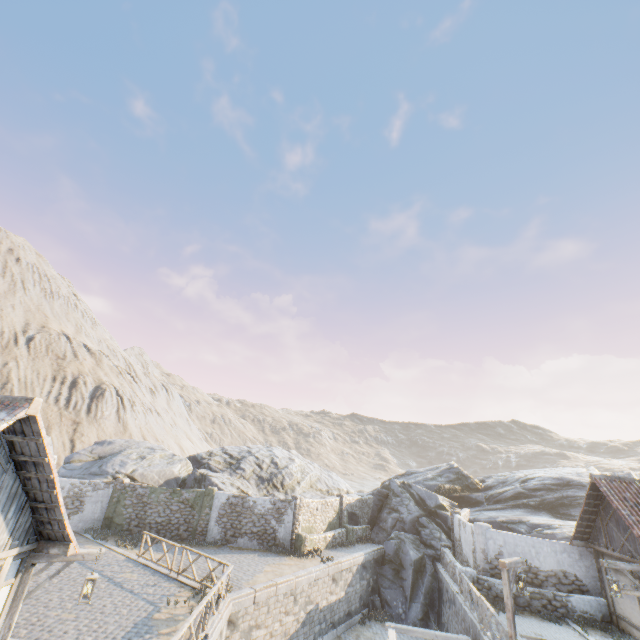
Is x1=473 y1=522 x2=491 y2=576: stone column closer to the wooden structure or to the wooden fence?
the wooden fence

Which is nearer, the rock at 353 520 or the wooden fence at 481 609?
the wooden fence at 481 609

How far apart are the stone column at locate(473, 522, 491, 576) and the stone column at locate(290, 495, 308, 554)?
9.8m

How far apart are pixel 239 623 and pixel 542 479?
29.0 meters

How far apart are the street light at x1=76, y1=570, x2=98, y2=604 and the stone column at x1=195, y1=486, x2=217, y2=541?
14.69m

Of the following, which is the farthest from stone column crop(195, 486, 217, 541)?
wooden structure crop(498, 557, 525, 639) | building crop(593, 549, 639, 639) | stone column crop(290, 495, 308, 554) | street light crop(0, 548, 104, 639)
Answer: building crop(593, 549, 639, 639)

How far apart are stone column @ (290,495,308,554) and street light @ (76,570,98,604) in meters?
14.9 m

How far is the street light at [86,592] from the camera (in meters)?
7.75
